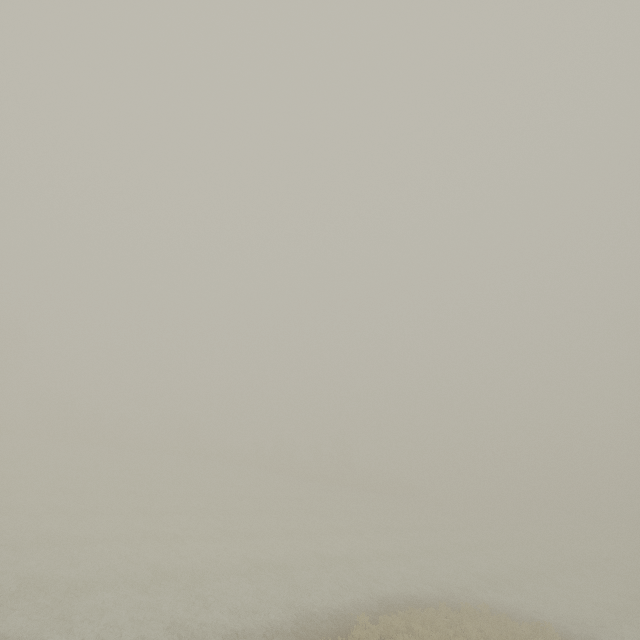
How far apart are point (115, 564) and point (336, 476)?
42.1m
